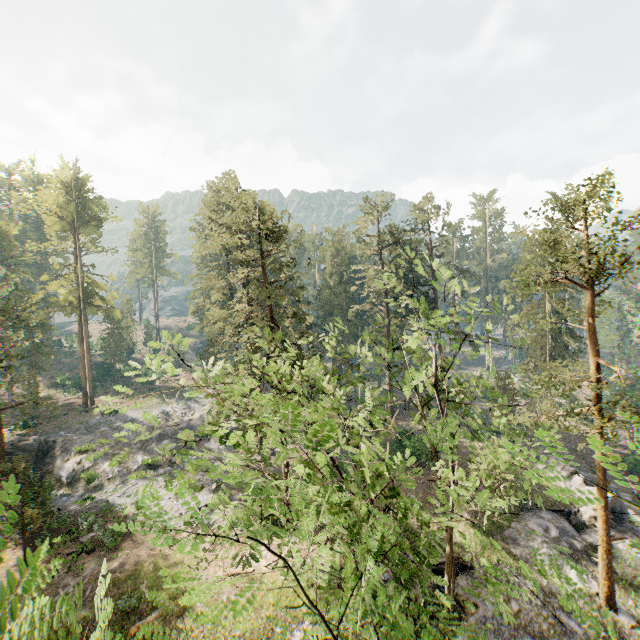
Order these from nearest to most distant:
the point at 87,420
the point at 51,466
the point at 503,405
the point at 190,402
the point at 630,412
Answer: the point at 630,412, the point at 51,466, the point at 503,405, the point at 87,420, the point at 190,402

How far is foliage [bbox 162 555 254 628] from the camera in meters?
3.1 m

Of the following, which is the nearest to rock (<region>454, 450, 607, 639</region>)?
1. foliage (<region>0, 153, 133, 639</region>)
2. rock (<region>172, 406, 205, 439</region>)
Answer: foliage (<region>0, 153, 133, 639</region>)

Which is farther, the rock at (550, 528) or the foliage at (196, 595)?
the rock at (550, 528)

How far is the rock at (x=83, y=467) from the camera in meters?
31.1

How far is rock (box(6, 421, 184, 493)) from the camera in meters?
31.1 m
